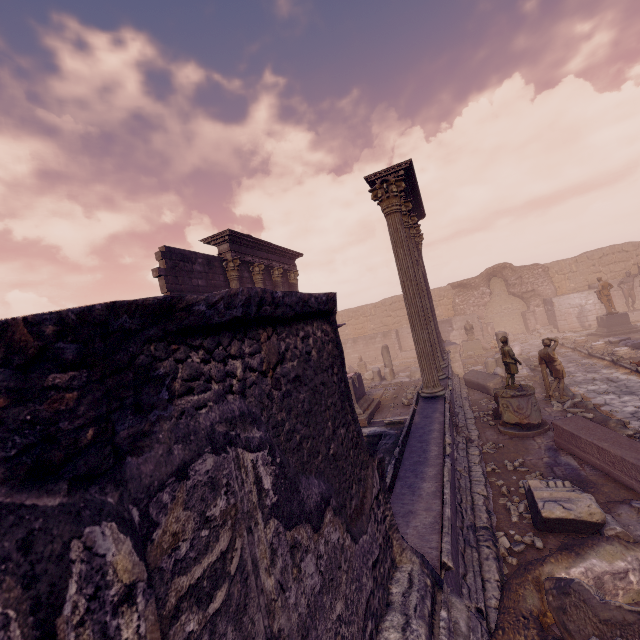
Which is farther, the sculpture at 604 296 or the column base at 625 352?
the sculpture at 604 296

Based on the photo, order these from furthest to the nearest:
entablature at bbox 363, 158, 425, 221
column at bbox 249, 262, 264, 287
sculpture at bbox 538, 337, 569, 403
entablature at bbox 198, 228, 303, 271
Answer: column at bbox 249, 262, 264, 287 < entablature at bbox 198, 228, 303, 271 < sculpture at bbox 538, 337, 569, 403 < entablature at bbox 363, 158, 425, 221

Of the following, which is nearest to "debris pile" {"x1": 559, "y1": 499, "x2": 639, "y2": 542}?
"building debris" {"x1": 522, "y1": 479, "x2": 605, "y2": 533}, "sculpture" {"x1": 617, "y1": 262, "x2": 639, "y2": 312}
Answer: "building debris" {"x1": 522, "y1": 479, "x2": 605, "y2": 533}

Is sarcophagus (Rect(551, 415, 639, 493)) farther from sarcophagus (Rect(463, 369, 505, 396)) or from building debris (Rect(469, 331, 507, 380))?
building debris (Rect(469, 331, 507, 380))

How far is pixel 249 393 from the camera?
1.3m

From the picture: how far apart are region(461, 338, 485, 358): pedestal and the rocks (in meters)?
10.47

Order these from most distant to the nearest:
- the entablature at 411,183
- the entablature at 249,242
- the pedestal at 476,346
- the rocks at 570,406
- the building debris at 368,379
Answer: the pedestal at 476,346, the building debris at 368,379, the entablature at 249,242, the entablature at 411,183, the rocks at 570,406

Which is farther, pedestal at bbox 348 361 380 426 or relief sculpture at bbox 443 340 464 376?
relief sculpture at bbox 443 340 464 376
